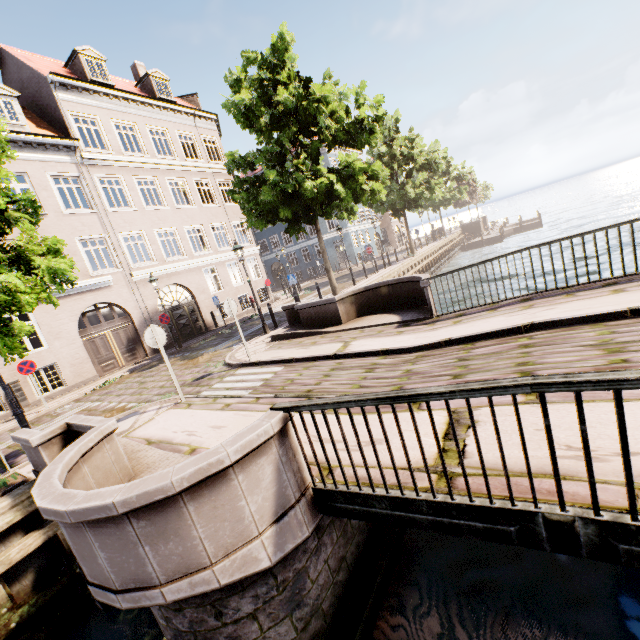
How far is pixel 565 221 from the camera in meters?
38.6 m

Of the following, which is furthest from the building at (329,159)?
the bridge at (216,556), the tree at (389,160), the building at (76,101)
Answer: the building at (76,101)

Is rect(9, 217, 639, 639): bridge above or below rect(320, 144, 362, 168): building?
below

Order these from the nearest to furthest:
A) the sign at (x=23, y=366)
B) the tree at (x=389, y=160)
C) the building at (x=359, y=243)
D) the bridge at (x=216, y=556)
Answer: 1. the bridge at (x=216, y=556)
2. the sign at (x=23, y=366)
3. the tree at (x=389, y=160)
4. the building at (x=359, y=243)

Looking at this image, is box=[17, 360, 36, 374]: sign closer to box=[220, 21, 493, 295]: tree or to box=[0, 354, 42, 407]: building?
box=[220, 21, 493, 295]: tree

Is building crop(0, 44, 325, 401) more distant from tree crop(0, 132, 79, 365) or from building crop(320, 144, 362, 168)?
building crop(320, 144, 362, 168)

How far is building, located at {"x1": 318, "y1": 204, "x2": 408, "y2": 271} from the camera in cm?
3734

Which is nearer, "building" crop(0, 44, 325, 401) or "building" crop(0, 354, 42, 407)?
"building" crop(0, 354, 42, 407)
